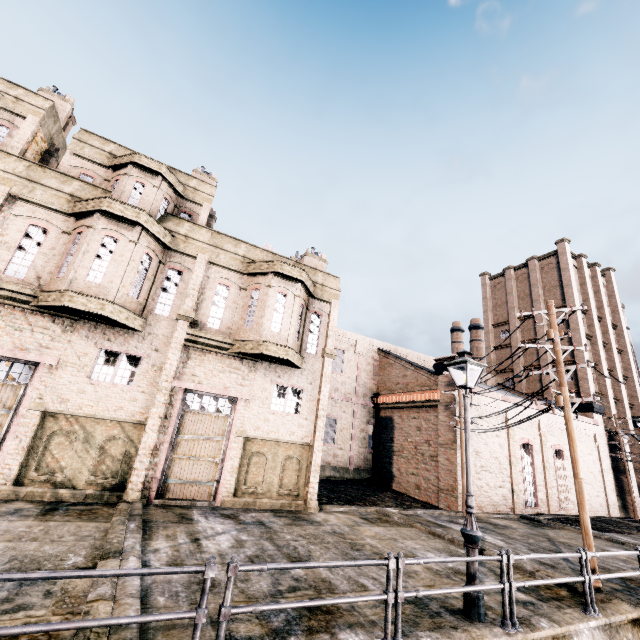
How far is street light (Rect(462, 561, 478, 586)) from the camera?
6.94m

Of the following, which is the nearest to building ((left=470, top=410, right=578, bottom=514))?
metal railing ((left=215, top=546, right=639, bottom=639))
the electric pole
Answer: the electric pole

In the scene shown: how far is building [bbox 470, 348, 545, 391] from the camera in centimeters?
3659cm

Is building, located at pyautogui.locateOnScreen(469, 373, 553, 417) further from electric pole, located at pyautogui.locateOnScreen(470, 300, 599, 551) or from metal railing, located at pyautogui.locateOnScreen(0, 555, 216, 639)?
metal railing, located at pyautogui.locateOnScreen(0, 555, 216, 639)

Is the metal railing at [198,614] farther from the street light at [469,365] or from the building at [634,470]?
the building at [634,470]

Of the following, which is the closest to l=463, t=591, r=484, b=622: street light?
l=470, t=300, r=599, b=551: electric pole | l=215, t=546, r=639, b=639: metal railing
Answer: l=215, t=546, r=639, b=639: metal railing

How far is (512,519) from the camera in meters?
20.5 m
